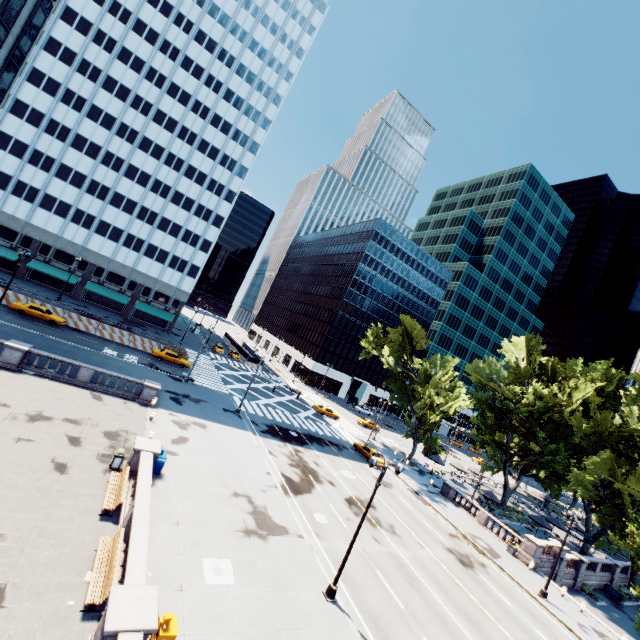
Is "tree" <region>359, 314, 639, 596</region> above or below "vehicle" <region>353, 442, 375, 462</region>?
above

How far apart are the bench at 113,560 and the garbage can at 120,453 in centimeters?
549cm

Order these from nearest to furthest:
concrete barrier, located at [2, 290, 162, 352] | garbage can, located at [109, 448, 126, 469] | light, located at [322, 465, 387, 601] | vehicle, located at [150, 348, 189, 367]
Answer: light, located at [322, 465, 387, 601], garbage can, located at [109, 448, 126, 469], concrete barrier, located at [2, 290, 162, 352], vehicle, located at [150, 348, 189, 367]

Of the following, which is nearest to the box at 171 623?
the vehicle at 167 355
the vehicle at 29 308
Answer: the vehicle at 167 355

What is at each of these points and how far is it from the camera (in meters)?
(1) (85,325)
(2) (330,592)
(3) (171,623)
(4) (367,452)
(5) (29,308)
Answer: (1) concrete barrier, 40.81
(2) light, 15.69
(3) box, 10.32
(4) vehicle, 40.88
(5) vehicle, 36.31

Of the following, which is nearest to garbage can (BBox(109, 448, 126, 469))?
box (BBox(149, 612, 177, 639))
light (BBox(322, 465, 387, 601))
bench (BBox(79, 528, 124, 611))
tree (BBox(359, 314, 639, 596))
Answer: bench (BBox(79, 528, 124, 611))

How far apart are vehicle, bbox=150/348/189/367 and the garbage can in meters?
26.4 m

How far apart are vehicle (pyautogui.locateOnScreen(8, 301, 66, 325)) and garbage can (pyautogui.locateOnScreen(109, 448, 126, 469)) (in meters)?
27.97
